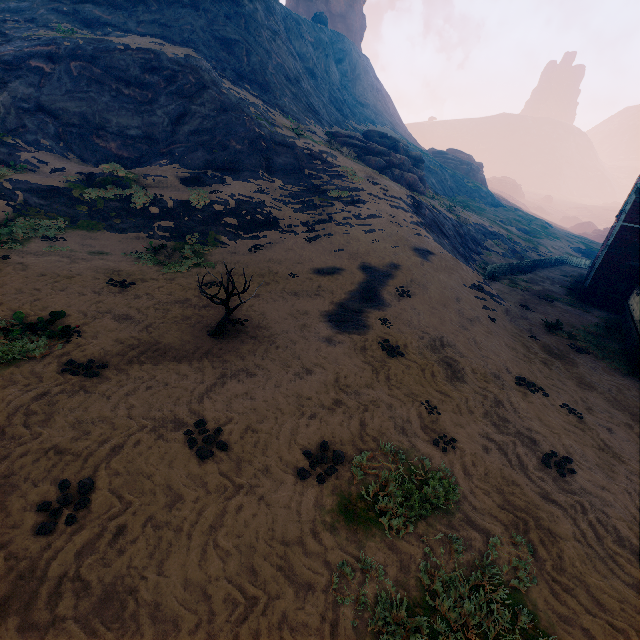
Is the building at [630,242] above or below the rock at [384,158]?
below

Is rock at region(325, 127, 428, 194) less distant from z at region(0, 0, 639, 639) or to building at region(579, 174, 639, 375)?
z at region(0, 0, 639, 639)

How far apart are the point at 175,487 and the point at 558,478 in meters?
6.7 m

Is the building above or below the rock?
below

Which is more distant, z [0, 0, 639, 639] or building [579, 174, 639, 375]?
building [579, 174, 639, 375]

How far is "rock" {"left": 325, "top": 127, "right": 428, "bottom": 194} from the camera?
30.5m

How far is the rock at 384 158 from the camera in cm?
3045
